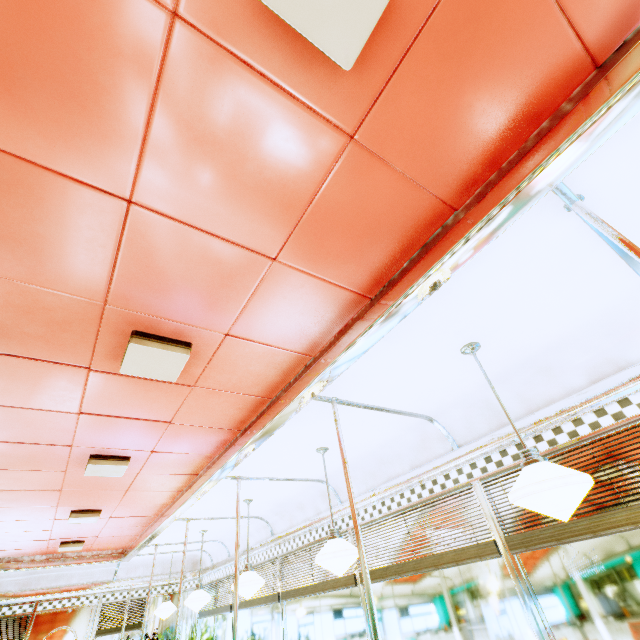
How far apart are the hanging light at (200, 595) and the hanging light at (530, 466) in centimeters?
557cm

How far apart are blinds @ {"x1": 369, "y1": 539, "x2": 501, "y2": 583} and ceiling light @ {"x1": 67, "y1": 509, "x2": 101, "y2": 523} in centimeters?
340cm

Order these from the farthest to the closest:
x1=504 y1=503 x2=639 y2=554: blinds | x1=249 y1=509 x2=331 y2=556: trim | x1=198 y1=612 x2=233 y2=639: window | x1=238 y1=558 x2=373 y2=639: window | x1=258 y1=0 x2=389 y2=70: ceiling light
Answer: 1. x1=198 y1=612 x2=233 y2=639: window
2. x1=249 y1=509 x2=331 y2=556: trim
3. x1=238 y1=558 x2=373 y2=639: window
4. x1=504 y1=503 x2=639 y2=554: blinds
5. x1=258 y1=0 x2=389 y2=70: ceiling light

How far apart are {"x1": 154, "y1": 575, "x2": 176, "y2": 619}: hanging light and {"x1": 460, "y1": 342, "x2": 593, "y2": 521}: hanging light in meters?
7.6 m

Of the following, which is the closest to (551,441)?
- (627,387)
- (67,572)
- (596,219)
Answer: (627,387)

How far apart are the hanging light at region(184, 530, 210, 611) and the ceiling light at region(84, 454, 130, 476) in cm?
326

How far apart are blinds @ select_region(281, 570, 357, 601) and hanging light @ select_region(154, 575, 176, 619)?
3.0m

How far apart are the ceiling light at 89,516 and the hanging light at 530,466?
5.03m
